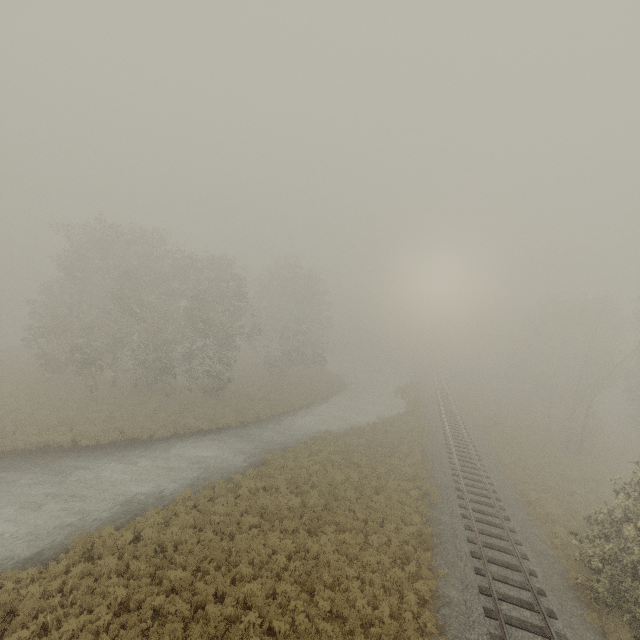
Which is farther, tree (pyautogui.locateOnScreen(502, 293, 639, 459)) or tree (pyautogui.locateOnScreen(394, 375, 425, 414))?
tree (pyautogui.locateOnScreen(394, 375, 425, 414))

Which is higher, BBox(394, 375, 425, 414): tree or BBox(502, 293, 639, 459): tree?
BBox(502, 293, 639, 459): tree

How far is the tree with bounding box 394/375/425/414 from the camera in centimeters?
3765cm

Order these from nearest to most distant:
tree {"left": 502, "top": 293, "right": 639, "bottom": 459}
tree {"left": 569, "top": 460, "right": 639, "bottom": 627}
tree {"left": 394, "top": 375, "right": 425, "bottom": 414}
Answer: tree {"left": 569, "top": 460, "right": 639, "bottom": 627}
tree {"left": 502, "top": 293, "right": 639, "bottom": 459}
tree {"left": 394, "top": 375, "right": 425, "bottom": 414}

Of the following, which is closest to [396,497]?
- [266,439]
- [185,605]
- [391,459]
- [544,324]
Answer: [391,459]

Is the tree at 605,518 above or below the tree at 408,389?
above
